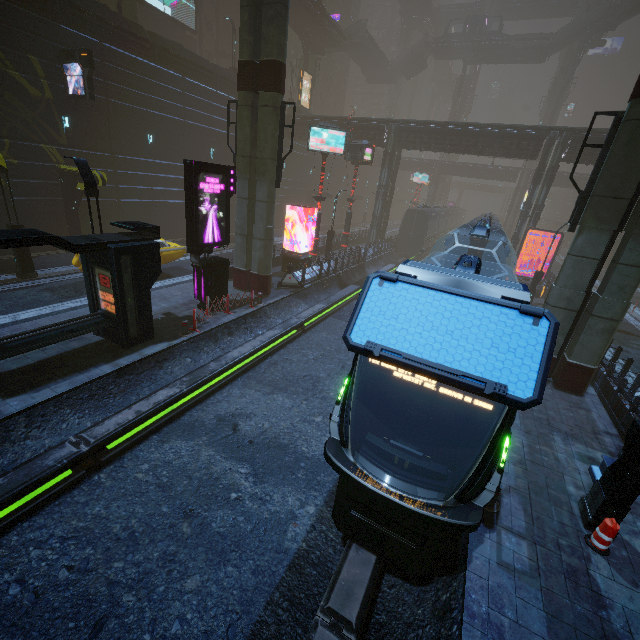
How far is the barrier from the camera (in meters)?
18.78

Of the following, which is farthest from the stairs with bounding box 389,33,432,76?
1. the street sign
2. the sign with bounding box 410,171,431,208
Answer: the street sign

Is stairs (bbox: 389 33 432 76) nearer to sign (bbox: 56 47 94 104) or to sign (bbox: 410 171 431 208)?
sign (bbox: 410 171 431 208)

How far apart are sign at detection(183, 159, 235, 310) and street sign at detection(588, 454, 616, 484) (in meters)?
13.71

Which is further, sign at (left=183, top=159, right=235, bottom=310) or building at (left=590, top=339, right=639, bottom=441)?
sign at (left=183, top=159, right=235, bottom=310)

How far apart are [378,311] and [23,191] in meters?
22.8

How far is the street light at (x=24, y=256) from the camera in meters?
14.6

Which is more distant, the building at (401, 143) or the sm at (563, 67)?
the sm at (563, 67)
